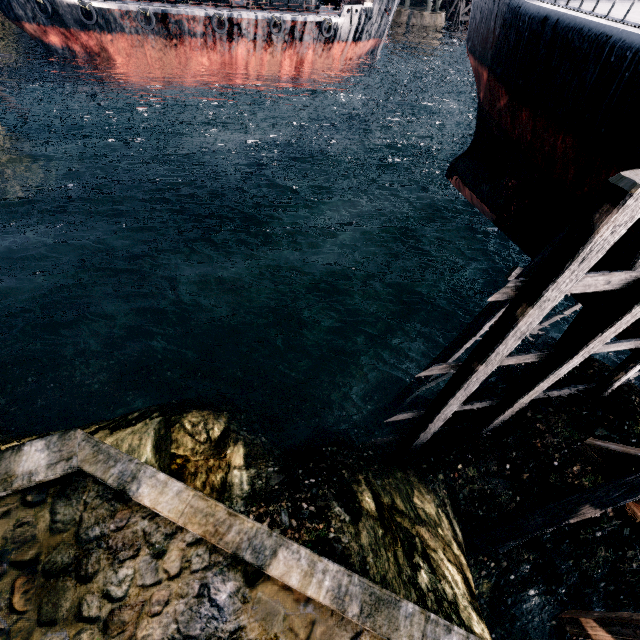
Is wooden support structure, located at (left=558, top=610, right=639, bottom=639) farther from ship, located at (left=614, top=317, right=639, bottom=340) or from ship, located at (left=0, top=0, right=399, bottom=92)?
ship, located at (left=0, top=0, right=399, bottom=92)

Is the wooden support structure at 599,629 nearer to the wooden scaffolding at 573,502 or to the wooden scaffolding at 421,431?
the wooden scaffolding at 573,502

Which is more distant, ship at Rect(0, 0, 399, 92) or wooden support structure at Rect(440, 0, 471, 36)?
wooden support structure at Rect(440, 0, 471, 36)

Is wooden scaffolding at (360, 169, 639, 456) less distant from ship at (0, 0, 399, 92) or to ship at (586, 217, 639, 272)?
ship at (586, 217, 639, 272)

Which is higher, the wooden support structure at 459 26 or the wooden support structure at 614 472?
the wooden support structure at 459 26

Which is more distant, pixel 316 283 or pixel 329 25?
pixel 329 25

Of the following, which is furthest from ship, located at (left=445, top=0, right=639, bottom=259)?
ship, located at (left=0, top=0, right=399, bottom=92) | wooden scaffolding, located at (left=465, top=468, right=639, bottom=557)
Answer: ship, located at (left=0, top=0, right=399, bottom=92)

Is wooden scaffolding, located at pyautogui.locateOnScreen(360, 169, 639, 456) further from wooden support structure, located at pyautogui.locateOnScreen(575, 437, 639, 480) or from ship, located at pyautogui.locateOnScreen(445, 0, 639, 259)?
wooden support structure, located at pyautogui.locateOnScreen(575, 437, 639, 480)
